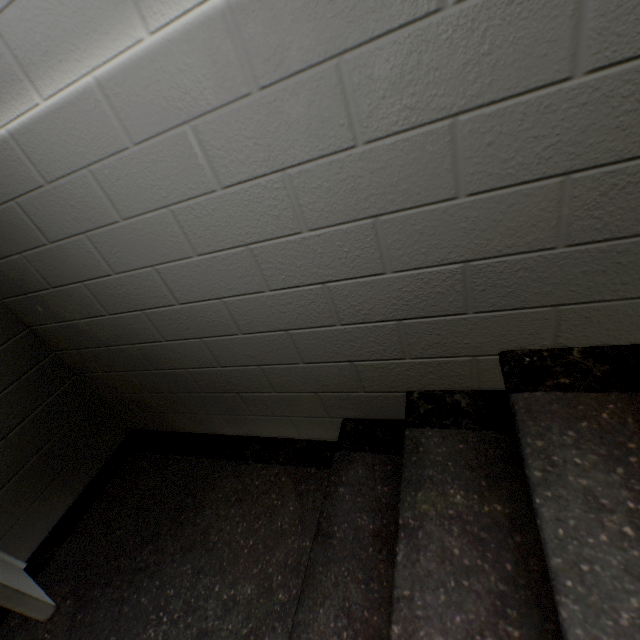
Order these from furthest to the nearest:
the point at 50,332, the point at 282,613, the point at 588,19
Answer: the point at 50,332, the point at 282,613, the point at 588,19

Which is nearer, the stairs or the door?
the stairs

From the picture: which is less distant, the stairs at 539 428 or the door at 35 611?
the stairs at 539 428
